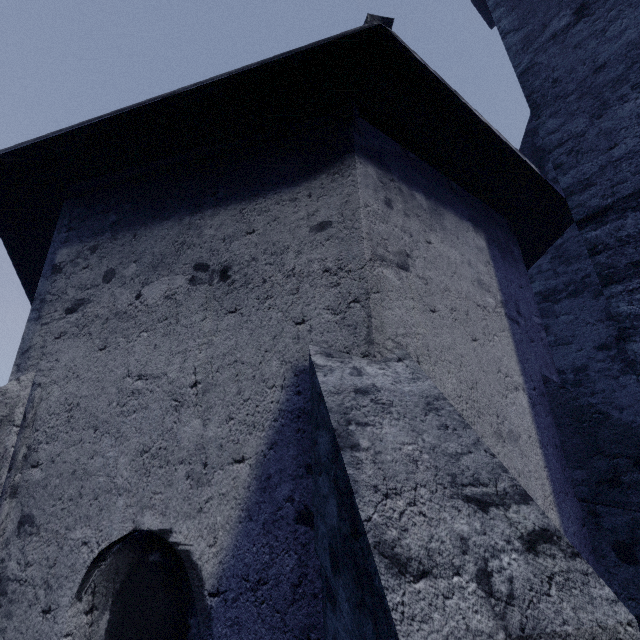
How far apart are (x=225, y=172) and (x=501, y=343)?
3.2m
